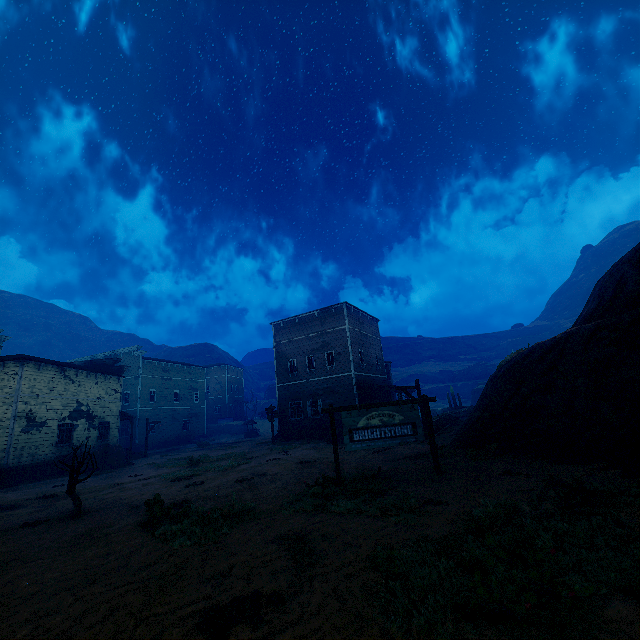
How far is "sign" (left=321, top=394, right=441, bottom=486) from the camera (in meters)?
9.42

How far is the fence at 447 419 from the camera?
18.92m

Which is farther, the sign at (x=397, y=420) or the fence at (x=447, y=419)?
the fence at (x=447, y=419)

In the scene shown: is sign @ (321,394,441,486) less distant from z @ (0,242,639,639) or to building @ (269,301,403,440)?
z @ (0,242,639,639)

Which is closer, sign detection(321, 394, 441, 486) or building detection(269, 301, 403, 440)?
sign detection(321, 394, 441, 486)

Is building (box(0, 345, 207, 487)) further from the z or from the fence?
the fence

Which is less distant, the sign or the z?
the z

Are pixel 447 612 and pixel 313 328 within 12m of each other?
no
